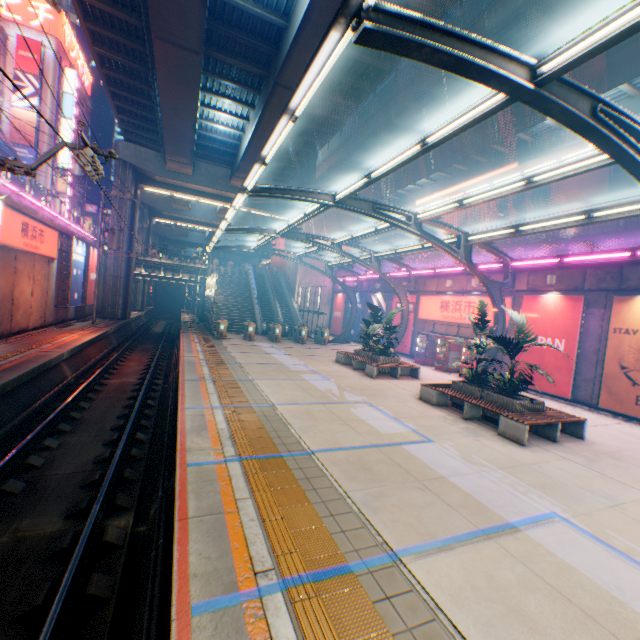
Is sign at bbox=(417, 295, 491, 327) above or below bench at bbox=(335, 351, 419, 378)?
above

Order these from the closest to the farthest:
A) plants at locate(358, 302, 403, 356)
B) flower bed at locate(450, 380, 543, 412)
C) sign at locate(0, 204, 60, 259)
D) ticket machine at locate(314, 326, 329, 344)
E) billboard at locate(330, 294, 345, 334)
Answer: flower bed at locate(450, 380, 543, 412)
sign at locate(0, 204, 60, 259)
plants at locate(358, 302, 403, 356)
ticket machine at locate(314, 326, 329, 344)
billboard at locate(330, 294, 345, 334)

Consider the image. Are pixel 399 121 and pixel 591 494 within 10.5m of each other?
no

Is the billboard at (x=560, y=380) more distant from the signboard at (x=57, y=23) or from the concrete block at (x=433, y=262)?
the signboard at (x=57, y=23)

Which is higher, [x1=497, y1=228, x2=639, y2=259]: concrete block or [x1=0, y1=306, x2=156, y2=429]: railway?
[x1=497, y1=228, x2=639, y2=259]: concrete block

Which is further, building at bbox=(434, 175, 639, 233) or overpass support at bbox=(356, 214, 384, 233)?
overpass support at bbox=(356, 214, 384, 233)

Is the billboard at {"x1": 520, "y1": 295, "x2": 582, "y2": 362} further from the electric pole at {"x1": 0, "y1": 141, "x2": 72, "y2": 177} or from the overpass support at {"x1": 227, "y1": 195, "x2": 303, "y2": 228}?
the electric pole at {"x1": 0, "y1": 141, "x2": 72, "y2": 177}

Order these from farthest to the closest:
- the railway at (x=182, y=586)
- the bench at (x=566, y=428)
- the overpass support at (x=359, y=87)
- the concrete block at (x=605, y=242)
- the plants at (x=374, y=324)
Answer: the overpass support at (x=359, y=87), the plants at (x=374, y=324), the concrete block at (x=605, y=242), the bench at (x=566, y=428), the railway at (x=182, y=586)
